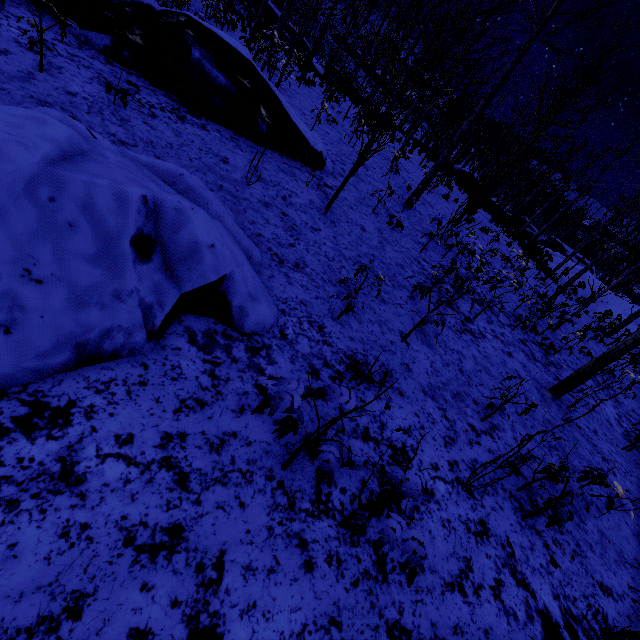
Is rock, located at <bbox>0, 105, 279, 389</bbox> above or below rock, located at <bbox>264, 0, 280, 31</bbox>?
below

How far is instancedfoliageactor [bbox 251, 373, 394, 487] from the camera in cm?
195

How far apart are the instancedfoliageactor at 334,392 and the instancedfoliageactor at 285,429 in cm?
13

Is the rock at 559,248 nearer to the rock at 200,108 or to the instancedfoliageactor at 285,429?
the rock at 200,108

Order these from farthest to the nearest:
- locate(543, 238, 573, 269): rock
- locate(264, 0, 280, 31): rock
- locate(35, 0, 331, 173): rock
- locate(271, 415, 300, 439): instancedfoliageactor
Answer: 1. locate(264, 0, 280, 31): rock
2. locate(543, 238, 573, 269): rock
3. locate(35, 0, 331, 173): rock
4. locate(271, 415, 300, 439): instancedfoliageactor

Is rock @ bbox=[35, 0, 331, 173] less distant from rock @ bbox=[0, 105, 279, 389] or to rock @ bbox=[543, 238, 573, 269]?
rock @ bbox=[0, 105, 279, 389]

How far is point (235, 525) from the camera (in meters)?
2.21

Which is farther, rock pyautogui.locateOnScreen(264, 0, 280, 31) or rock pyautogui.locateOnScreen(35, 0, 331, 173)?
rock pyautogui.locateOnScreen(264, 0, 280, 31)
